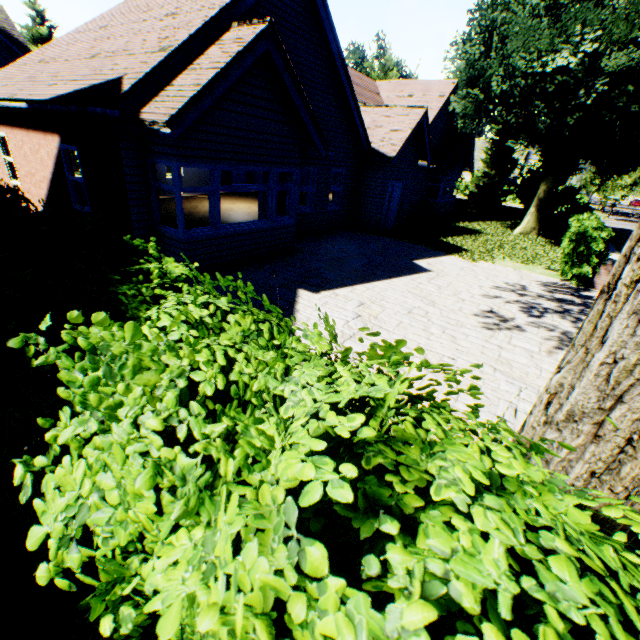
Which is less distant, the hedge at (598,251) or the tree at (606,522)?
the tree at (606,522)

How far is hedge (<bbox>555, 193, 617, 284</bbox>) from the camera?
10.29m

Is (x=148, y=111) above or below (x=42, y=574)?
above

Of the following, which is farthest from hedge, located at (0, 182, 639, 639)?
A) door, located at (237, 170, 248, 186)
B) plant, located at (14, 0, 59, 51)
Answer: door, located at (237, 170, 248, 186)

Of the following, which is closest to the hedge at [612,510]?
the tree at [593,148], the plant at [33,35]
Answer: the tree at [593,148]

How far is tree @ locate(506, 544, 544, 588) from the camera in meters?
1.4

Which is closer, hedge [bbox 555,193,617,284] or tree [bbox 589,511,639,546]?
tree [bbox 589,511,639,546]

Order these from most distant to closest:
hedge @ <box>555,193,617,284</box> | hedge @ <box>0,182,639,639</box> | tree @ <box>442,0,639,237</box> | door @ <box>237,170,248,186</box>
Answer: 1. door @ <box>237,170,248,186</box>
2. tree @ <box>442,0,639,237</box>
3. hedge @ <box>555,193,617,284</box>
4. hedge @ <box>0,182,639,639</box>
